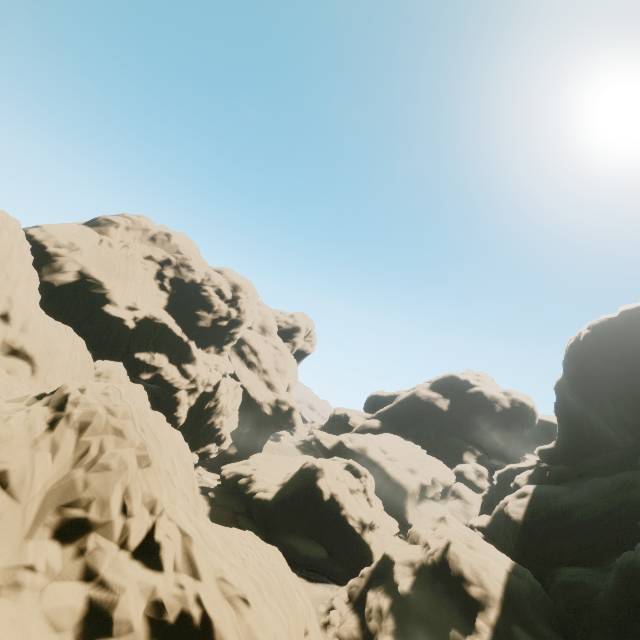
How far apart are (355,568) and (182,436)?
27.02m
